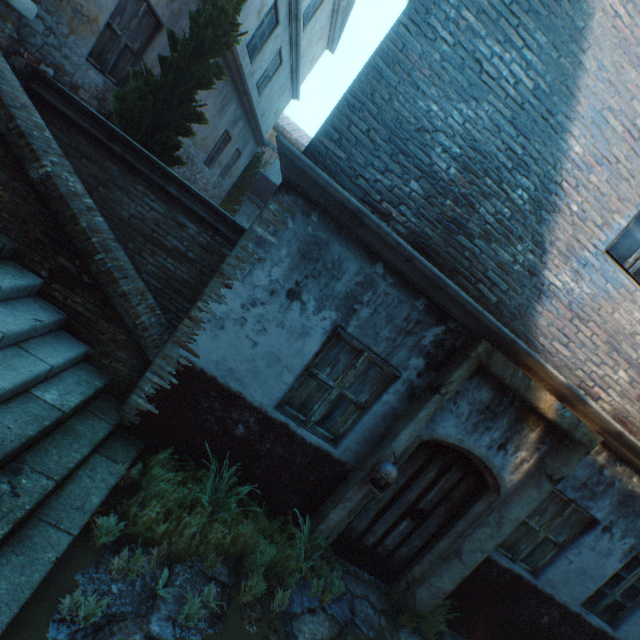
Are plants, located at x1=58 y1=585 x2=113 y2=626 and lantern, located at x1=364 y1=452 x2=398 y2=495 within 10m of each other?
yes

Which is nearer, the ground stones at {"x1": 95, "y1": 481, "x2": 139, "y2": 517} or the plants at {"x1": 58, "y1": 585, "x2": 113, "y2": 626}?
the plants at {"x1": 58, "y1": 585, "x2": 113, "y2": 626}

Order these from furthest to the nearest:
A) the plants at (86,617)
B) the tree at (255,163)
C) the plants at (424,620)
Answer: the tree at (255,163) < the plants at (424,620) < the plants at (86,617)

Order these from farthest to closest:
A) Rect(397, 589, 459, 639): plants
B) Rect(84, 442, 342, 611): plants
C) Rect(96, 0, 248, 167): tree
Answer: Rect(96, 0, 248, 167): tree
Rect(397, 589, 459, 639): plants
Rect(84, 442, 342, 611): plants

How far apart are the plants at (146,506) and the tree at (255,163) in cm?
1387

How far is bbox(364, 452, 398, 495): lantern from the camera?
3.8m

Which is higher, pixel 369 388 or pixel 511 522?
pixel 369 388

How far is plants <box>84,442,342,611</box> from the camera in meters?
3.1 m
